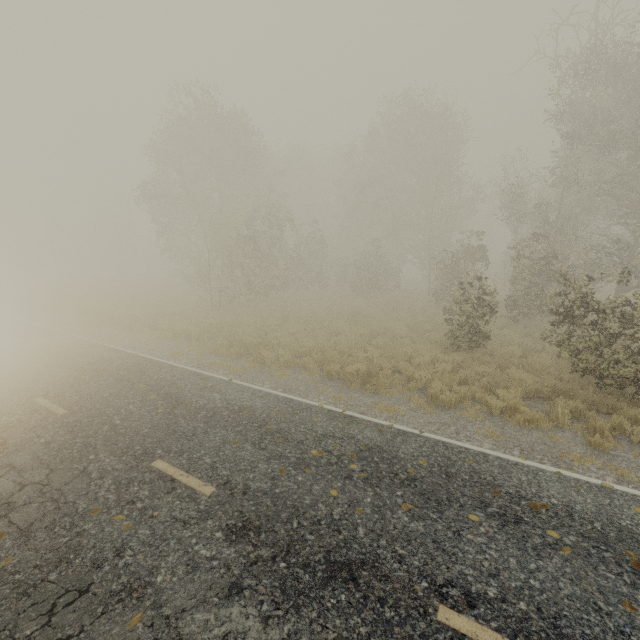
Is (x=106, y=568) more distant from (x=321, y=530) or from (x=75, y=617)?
(x=321, y=530)
